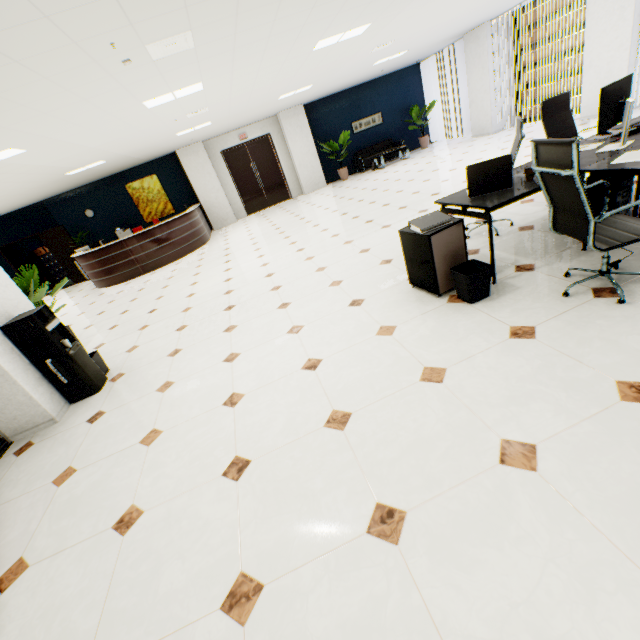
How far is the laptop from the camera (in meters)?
2.78

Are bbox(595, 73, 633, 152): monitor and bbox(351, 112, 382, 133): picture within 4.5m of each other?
no

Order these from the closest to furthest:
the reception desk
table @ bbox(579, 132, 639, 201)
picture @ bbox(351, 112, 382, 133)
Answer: table @ bbox(579, 132, 639, 201), the reception desk, picture @ bbox(351, 112, 382, 133)

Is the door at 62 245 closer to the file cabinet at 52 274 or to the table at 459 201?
the file cabinet at 52 274

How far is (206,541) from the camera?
1.8 meters

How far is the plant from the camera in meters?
4.1

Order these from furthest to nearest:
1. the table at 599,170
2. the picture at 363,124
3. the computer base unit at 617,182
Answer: the picture at 363,124, the computer base unit at 617,182, the table at 599,170

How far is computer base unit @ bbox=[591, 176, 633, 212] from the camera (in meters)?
3.07
